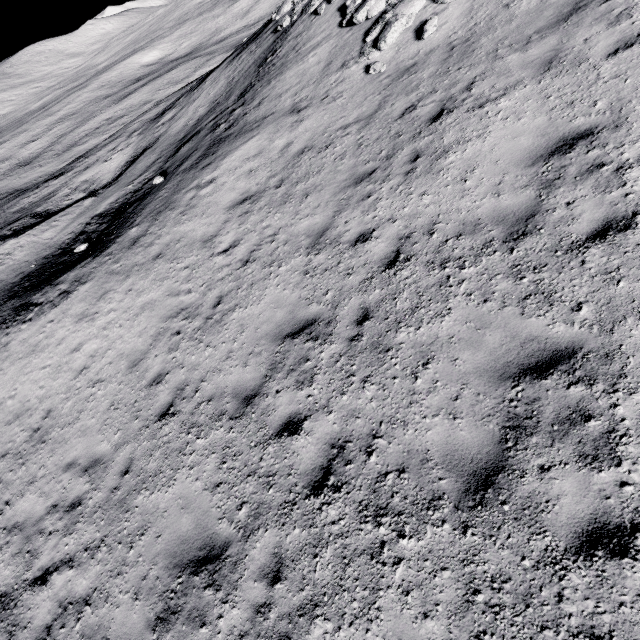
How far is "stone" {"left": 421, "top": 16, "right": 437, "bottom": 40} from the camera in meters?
9.3

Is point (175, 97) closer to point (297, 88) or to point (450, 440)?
point (297, 88)

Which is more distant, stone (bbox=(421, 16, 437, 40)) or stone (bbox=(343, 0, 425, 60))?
stone (bbox=(343, 0, 425, 60))

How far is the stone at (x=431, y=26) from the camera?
9.3 meters

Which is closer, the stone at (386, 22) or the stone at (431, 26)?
the stone at (431, 26)
